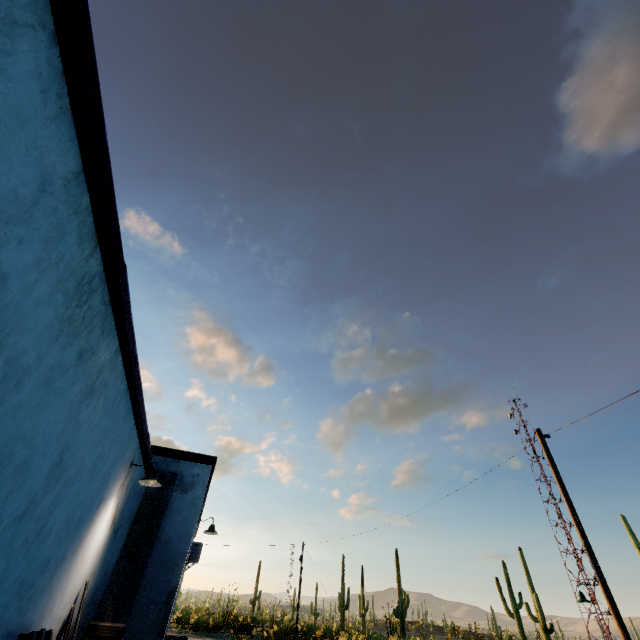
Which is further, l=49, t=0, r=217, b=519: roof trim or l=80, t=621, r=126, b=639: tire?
l=80, t=621, r=126, b=639: tire

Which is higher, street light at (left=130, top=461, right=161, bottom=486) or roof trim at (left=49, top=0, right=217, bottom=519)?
roof trim at (left=49, top=0, right=217, bottom=519)

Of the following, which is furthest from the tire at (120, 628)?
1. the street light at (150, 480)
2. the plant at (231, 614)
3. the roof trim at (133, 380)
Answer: the plant at (231, 614)

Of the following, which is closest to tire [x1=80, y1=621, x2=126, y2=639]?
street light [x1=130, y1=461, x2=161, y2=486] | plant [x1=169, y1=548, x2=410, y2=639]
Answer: street light [x1=130, y1=461, x2=161, y2=486]

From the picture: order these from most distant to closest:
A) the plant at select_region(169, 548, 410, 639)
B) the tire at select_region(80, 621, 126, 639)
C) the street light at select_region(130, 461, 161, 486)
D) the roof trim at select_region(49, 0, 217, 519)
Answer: the plant at select_region(169, 548, 410, 639)
the street light at select_region(130, 461, 161, 486)
the tire at select_region(80, 621, 126, 639)
the roof trim at select_region(49, 0, 217, 519)

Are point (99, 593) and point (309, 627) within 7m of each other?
no

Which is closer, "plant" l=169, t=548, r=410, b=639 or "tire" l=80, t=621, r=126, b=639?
Result: "tire" l=80, t=621, r=126, b=639
